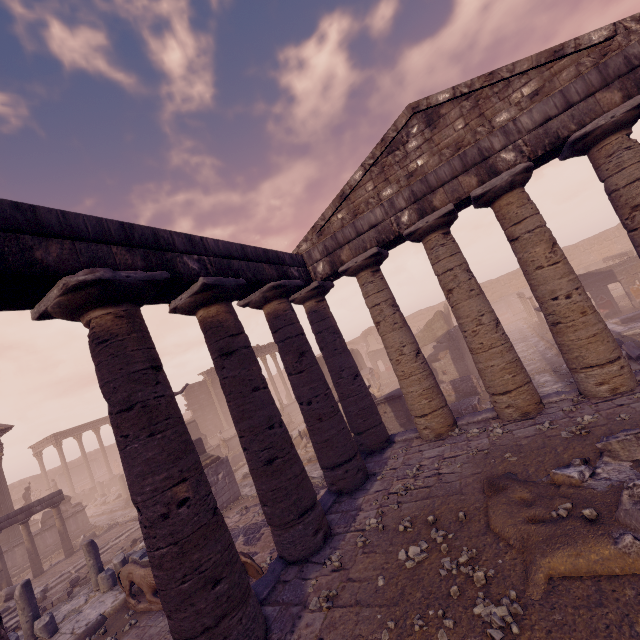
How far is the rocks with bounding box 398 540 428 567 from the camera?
4.6m

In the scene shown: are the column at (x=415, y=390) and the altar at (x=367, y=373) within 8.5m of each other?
no

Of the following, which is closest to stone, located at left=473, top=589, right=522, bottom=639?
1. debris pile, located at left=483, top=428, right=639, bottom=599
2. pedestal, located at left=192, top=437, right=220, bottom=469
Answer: debris pile, located at left=483, top=428, right=639, bottom=599

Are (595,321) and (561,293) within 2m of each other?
yes

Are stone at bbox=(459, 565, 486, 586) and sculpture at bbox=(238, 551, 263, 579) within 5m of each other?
yes

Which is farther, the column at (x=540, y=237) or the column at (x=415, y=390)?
the column at (x=415, y=390)

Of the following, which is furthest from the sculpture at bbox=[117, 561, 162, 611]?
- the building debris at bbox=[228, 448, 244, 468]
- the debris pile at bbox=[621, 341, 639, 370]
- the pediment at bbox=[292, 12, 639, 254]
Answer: the debris pile at bbox=[621, 341, 639, 370]

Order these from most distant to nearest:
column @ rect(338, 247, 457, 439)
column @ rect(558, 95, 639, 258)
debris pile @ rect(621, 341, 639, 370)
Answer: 1. debris pile @ rect(621, 341, 639, 370)
2. column @ rect(338, 247, 457, 439)
3. column @ rect(558, 95, 639, 258)
